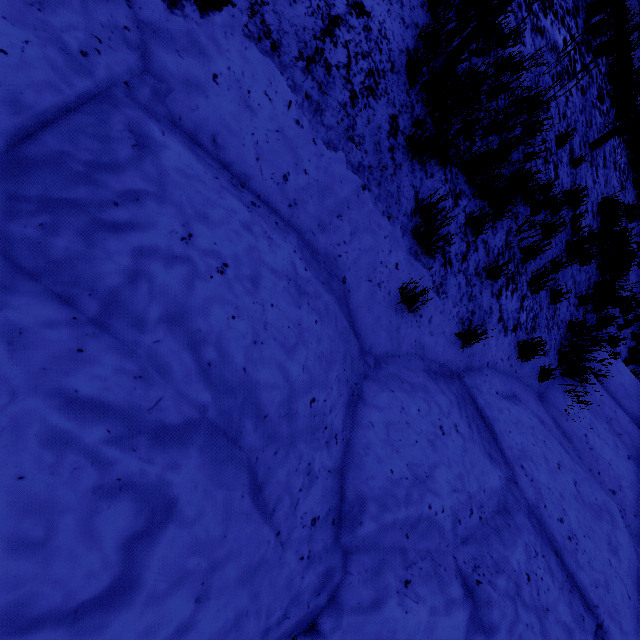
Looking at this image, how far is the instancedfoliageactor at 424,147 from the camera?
3.1 meters

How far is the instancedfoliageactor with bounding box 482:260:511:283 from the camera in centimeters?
402cm

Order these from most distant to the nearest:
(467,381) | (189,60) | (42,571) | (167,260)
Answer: (467,381), (189,60), (167,260), (42,571)

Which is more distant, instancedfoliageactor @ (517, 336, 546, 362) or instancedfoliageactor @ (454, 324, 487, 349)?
instancedfoliageactor @ (517, 336, 546, 362)

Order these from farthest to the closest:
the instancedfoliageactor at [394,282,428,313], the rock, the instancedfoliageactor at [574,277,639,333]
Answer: the instancedfoliageactor at [574,277,639,333] → the instancedfoliageactor at [394,282,428,313] → the rock

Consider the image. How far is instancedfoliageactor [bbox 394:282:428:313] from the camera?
3.10m

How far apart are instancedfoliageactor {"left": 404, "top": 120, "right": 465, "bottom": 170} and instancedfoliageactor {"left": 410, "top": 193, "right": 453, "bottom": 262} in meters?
0.7 m

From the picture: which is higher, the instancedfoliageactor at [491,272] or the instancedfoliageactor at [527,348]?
the instancedfoliageactor at [491,272]
